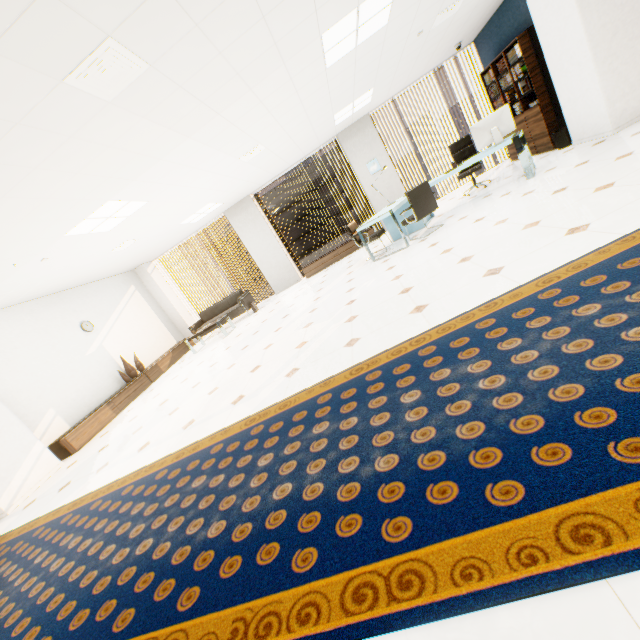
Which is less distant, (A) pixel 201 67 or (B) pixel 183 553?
(B) pixel 183 553

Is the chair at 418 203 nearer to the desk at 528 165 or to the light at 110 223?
the desk at 528 165

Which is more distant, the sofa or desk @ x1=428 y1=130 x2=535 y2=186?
the sofa

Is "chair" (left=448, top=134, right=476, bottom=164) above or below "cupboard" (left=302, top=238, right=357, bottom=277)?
above

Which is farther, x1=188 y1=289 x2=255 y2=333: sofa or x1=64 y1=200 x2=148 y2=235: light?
x1=188 y1=289 x2=255 y2=333: sofa

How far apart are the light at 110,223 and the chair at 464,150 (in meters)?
6.35

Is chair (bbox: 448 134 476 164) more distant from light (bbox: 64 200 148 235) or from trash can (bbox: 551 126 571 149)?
light (bbox: 64 200 148 235)

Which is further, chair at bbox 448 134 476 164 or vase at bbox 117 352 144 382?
vase at bbox 117 352 144 382
